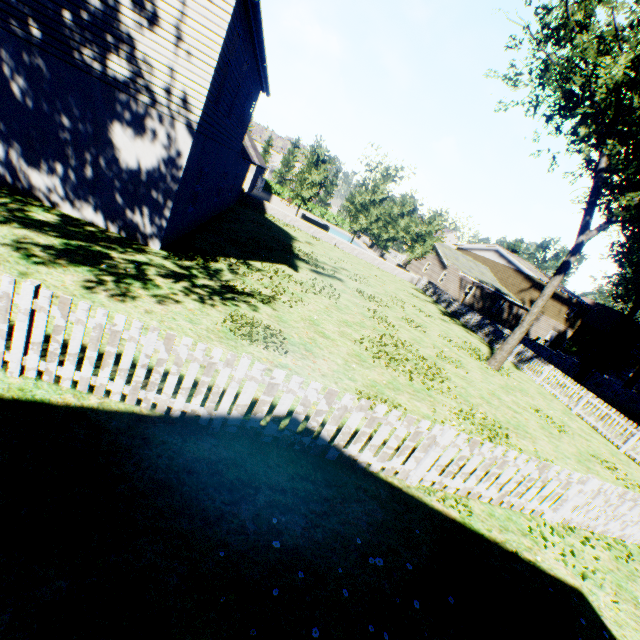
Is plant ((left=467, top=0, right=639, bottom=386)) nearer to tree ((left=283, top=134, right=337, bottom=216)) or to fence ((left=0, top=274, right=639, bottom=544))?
fence ((left=0, top=274, right=639, bottom=544))

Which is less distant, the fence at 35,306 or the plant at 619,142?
the fence at 35,306

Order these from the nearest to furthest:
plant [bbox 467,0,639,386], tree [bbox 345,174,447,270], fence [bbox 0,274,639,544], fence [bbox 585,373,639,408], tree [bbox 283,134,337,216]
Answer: fence [bbox 0,274,639,544] → plant [bbox 467,0,639,386] → fence [bbox 585,373,639,408] → tree [bbox 283,134,337,216] → tree [bbox 345,174,447,270]

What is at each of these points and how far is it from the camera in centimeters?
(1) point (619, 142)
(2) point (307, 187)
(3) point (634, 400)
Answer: (1) plant, 1758cm
(2) tree, 3108cm
(3) fence, 2936cm

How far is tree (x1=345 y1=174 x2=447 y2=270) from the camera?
32.1 meters

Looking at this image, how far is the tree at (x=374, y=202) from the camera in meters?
32.1 m

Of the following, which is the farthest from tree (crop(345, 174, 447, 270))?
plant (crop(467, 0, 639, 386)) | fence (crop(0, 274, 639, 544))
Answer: plant (crop(467, 0, 639, 386))
